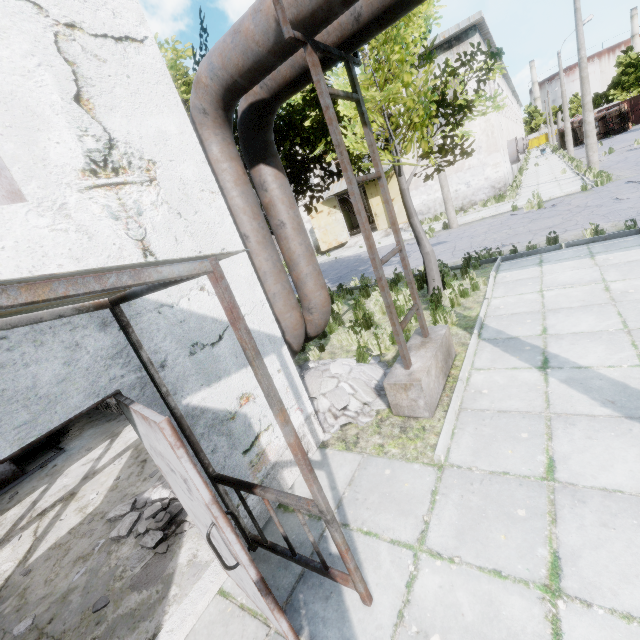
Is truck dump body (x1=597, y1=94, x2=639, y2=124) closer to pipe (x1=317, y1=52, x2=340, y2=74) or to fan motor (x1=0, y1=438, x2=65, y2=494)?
pipe (x1=317, y1=52, x2=340, y2=74)

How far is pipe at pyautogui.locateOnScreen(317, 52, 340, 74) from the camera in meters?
4.2

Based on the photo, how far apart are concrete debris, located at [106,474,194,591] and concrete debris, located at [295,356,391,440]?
0.37m

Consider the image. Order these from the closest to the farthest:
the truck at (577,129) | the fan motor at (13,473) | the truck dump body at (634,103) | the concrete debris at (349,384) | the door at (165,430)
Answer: the door at (165,430)
the concrete debris at (349,384)
the fan motor at (13,473)
the truck dump body at (634,103)
the truck at (577,129)

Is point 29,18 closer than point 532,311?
Yes

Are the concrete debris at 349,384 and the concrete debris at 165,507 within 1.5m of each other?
yes

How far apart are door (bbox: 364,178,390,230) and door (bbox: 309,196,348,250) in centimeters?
269cm

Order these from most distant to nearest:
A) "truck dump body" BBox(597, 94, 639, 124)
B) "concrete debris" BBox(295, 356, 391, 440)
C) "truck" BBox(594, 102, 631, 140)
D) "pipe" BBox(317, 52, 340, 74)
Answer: "truck dump body" BBox(597, 94, 639, 124) → "truck" BBox(594, 102, 631, 140) → "concrete debris" BBox(295, 356, 391, 440) → "pipe" BBox(317, 52, 340, 74)
